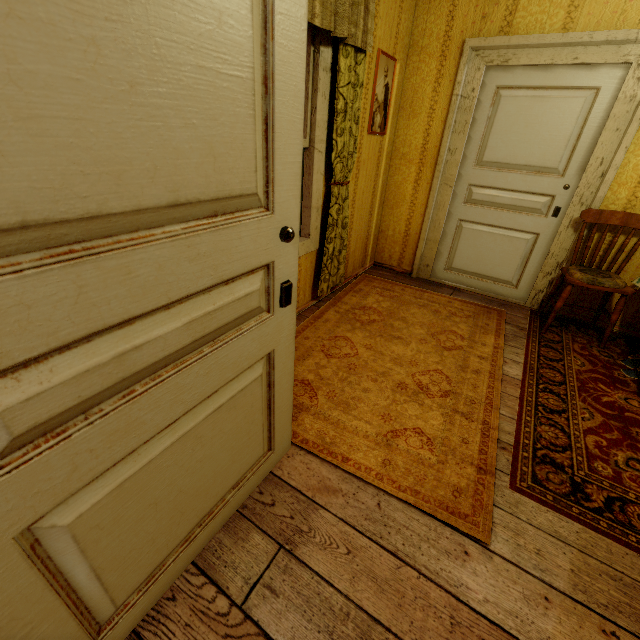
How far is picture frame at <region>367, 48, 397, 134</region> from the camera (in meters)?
2.87

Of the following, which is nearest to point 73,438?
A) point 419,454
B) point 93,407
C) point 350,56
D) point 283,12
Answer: point 93,407

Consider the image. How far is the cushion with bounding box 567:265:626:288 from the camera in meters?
2.7 m

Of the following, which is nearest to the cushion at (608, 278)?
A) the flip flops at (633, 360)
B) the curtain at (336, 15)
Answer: the flip flops at (633, 360)

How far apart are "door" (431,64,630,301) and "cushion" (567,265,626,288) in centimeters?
36cm

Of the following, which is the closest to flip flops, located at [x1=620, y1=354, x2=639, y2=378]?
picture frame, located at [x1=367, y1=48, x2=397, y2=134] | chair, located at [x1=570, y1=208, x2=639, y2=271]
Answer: chair, located at [x1=570, y1=208, x2=639, y2=271]

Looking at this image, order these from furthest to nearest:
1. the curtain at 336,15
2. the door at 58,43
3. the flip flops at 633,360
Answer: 1. the flip flops at 633,360
2. the curtain at 336,15
3. the door at 58,43

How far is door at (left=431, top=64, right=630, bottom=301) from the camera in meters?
2.8 m
